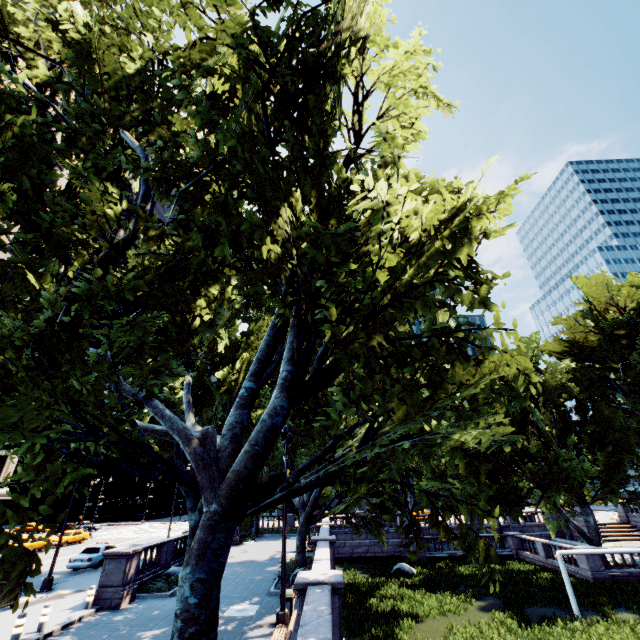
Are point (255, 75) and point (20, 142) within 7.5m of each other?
yes

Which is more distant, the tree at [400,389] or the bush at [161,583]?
the bush at [161,583]

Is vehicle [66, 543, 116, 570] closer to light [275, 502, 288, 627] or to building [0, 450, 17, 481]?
light [275, 502, 288, 627]

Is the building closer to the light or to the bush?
the bush

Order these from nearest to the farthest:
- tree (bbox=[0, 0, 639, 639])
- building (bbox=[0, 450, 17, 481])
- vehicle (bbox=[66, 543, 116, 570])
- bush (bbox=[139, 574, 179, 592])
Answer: tree (bbox=[0, 0, 639, 639]) < bush (bbox=[139, 574, 179, 592]) < vehicle (bbox=[66, 543, 116, 570]) < building (bbox=[0, 450, 17, 481])

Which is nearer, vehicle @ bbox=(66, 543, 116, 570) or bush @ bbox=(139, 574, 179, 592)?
bush @ bbox=(139, 574, 179, 592)

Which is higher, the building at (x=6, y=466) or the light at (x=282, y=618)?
the building at (x=6, y=466)

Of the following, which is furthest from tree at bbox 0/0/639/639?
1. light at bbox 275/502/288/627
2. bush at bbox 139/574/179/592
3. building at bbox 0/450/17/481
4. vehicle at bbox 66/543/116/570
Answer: building at bbox 0/450/17/481
